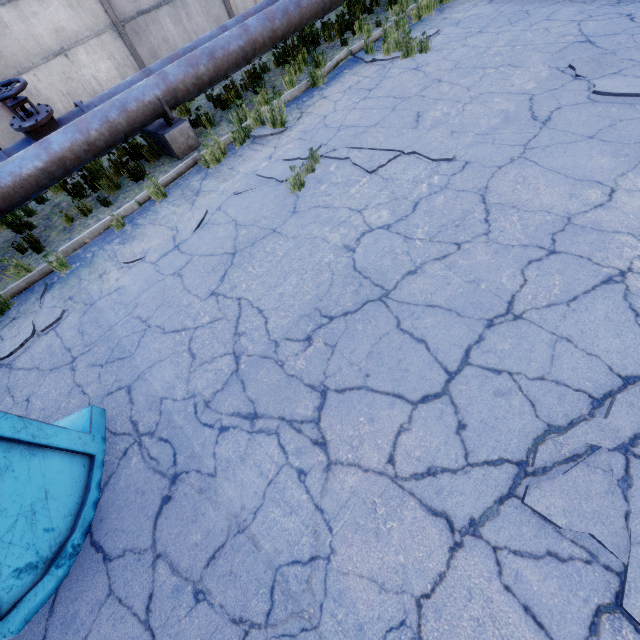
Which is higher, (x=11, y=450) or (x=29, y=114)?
(x=29, y=114)

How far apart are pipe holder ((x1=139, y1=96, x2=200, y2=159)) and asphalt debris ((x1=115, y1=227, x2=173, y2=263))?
2.4m

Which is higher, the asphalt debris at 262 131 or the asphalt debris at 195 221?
the asphalt debris at 262 131

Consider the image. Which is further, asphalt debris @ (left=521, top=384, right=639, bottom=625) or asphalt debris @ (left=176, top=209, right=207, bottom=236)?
asphalt debris @ (left=176, top=209, right=207, bottom=236)

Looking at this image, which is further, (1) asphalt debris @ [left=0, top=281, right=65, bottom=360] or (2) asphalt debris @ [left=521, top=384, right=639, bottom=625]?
(1) asphalt debris @ [left=0, top=281, right=65, bottom=360]

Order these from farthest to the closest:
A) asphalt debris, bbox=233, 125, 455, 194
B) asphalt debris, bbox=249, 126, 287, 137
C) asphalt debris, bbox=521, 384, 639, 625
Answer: asphalt debris, bbox=249, 126, 287, 137 → asphalt debris, bbox=233, 125, 455, 194 → asphalt debris, bbox=521, 384, 639, 625

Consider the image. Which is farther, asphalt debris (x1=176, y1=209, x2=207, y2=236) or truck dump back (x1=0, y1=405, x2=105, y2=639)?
asphalt debris (x1=176, y1=209, x2=207, y2=236)

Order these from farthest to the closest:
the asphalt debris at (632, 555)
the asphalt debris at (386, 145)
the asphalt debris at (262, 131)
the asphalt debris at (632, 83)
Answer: the asphalt debris at (262, 131) < the asphalt debris at (386, 145) < the asphalt debris at (632, 83) < the asphalt debris at (632, 555)
